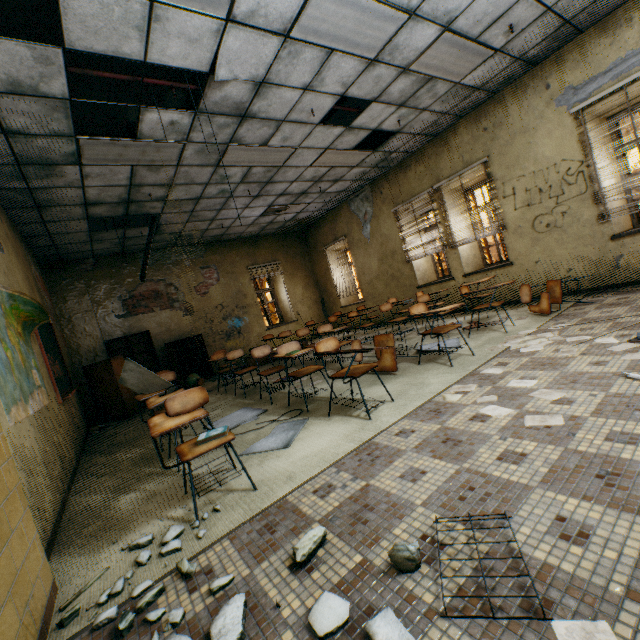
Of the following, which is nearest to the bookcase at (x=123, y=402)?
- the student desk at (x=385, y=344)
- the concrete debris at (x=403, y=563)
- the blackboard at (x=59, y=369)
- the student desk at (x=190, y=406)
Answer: the blackboard at (x=59, y=369)

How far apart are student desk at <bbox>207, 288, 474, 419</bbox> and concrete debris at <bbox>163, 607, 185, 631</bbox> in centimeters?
366cm

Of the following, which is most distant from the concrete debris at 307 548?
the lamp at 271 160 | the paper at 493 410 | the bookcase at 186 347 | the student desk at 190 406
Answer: the bookcase at 186 347

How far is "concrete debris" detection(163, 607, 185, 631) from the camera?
1.4 meters

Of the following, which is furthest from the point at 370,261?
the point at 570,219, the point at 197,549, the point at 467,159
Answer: the point at 197,549

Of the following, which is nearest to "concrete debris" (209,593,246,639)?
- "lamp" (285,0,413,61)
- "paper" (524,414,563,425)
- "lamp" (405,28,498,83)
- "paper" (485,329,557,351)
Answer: "paper" (524,414,563,425)

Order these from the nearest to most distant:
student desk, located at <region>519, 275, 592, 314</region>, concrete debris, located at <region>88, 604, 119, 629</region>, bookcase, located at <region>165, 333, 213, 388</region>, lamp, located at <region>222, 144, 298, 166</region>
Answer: concrete debris, located at <region>88, 604, 119, 629</region>, student desk, located at <region>519, 275, 592, 314</region>, lamp, located at <region>222, 144, 298, 166</region>, bookcase, located at <region>165, 333, 213, 388</region>

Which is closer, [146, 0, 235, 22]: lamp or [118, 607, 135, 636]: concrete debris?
[118, 607, 135, 636]: concrete debris
